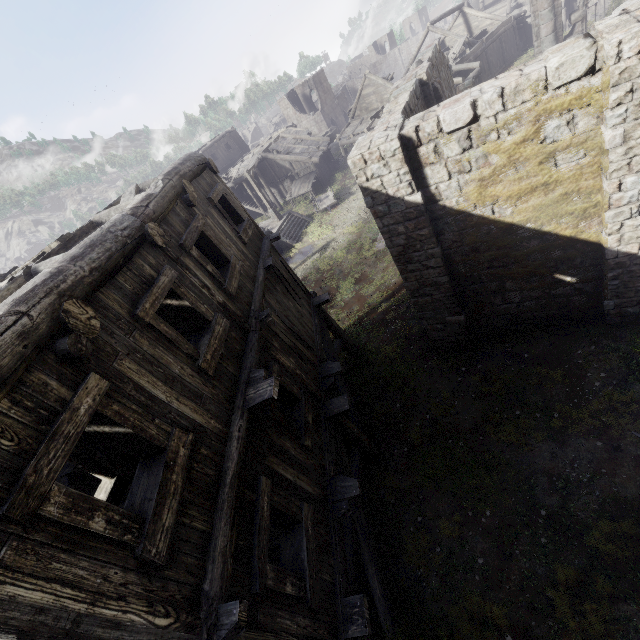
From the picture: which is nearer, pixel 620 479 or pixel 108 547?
pixel 108 547

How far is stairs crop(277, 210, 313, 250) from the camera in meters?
26.6

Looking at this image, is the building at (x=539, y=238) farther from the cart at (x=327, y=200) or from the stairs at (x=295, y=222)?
the stairs at (x=295, y=222)

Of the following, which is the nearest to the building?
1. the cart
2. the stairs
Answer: the cart

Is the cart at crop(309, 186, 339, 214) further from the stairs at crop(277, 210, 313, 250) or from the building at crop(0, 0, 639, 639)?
the building at crop(0, 0, 639, 639)

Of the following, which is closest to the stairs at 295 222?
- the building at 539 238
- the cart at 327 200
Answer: the cart at 327 200
